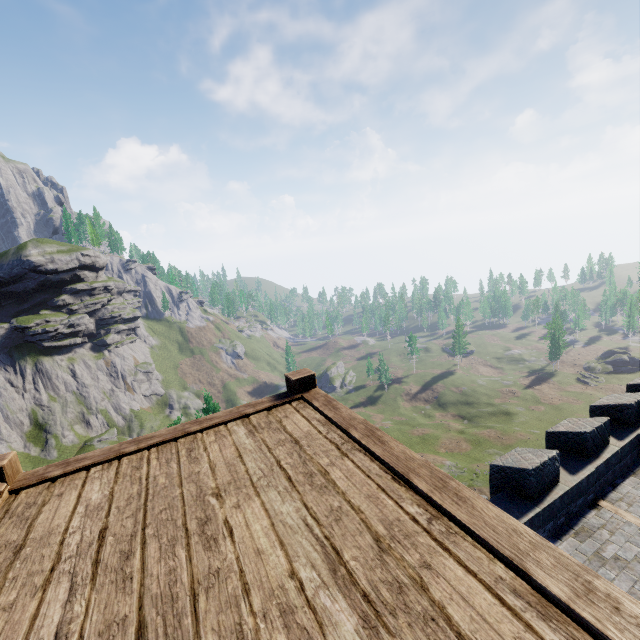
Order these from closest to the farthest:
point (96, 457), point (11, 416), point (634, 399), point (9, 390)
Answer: point (96, 457) < point (634, 399) < point (11, 416) < point (9, 390)
